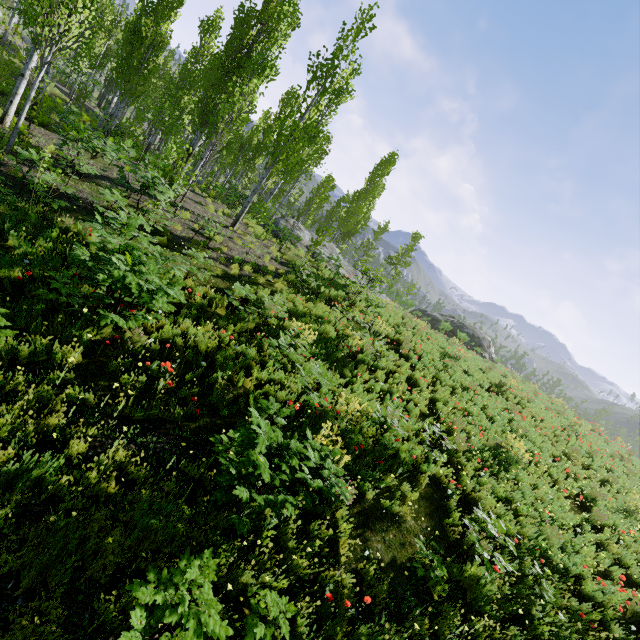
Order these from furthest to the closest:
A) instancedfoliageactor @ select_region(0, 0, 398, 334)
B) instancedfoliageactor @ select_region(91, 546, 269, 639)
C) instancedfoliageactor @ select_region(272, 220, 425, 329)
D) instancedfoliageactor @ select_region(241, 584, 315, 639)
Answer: instancedfoliageactor @ select_region(272, 220, 425, 329)
instancedfoliageactor @ select_region(0, 0, 398, 334)
instancedfoliageactor @ select_region(241, 584, 315, 639)
instancedfoliageactor @ select_region(91, 546, 269, 639)

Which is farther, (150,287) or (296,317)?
(296,317)

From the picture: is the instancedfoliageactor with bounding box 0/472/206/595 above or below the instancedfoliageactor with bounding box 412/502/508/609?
below

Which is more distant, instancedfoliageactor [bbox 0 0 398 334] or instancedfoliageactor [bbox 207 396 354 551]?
instancedfoliageactor [bbox 0 0 398 334]

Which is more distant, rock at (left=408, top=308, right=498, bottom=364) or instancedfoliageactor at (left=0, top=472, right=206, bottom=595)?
rock at (left=408, top=308, right=498, bottom=364)

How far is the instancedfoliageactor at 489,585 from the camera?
5.0m

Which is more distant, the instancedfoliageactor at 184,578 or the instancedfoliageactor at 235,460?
the instancedfoliageactor at 235,460
